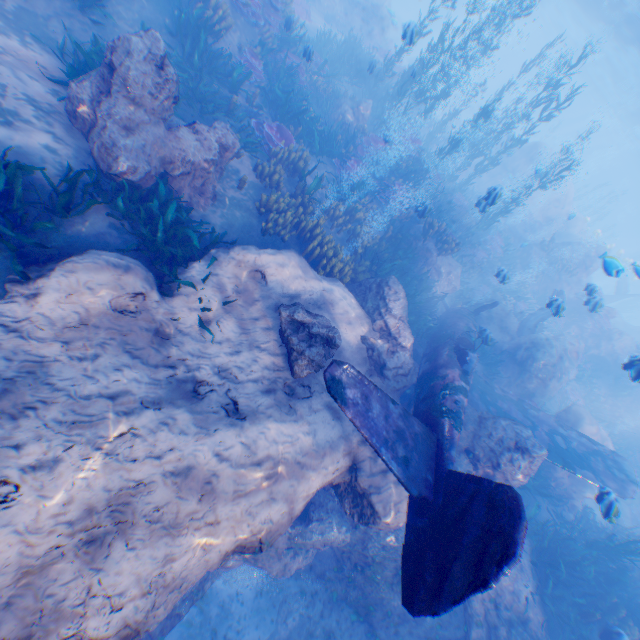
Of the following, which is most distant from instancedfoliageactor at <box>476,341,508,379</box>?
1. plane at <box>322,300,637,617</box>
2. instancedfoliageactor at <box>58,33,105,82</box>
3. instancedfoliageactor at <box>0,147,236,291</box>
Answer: instancedfoliageactor at <box>0,147,236,291</box>

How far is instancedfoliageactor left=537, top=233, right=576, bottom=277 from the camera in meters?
19.8 m

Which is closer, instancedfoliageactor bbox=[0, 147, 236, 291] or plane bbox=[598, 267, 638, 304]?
instancedfoliageactor bbox=[0, 147, 236, 291]

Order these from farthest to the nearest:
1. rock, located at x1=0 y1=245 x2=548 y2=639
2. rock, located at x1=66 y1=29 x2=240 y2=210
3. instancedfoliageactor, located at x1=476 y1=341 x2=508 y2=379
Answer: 1. instancedfoliageactor, located at x1=476 y1=341 x2=508 y2=379
2. rock, located at x1=66 y1=29 x2=240 y2=210
3. rock, located at x1=0 y1=245 x2=548 y2=639

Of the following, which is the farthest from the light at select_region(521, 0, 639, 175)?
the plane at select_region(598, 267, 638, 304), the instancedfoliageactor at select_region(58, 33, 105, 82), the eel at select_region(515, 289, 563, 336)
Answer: the instancedfoliageactor at select_region(58, 33, 105, 82)

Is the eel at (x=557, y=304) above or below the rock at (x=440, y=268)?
above

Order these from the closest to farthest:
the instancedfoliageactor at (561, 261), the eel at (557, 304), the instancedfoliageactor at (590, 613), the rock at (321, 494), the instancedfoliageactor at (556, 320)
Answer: the rock at (321, 494) < the instancedfoliageactor at (590, 613) < the eel at (557, 304) < the instancedfoliageactor at (556, 320) < the instancedfoliageactor at (561, 261)

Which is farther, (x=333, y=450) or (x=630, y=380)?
(x=630, y=380)
